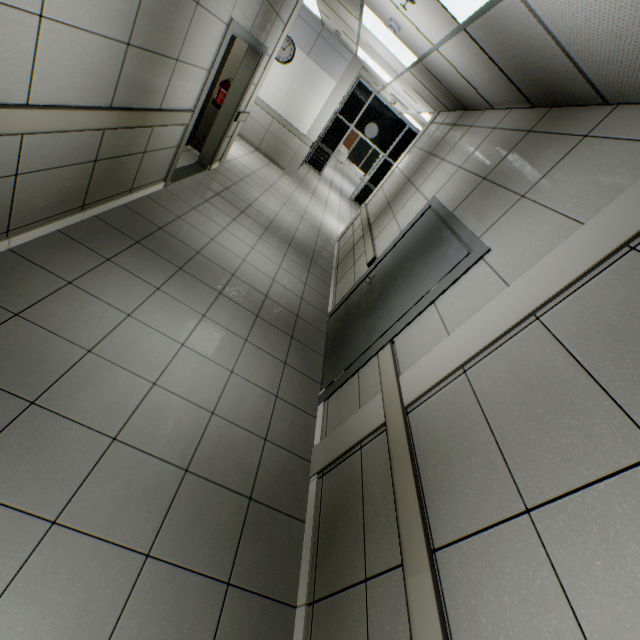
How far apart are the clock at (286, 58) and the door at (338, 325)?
7.0m

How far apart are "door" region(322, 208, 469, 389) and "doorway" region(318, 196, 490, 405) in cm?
1

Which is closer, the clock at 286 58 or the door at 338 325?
the door at 338 325

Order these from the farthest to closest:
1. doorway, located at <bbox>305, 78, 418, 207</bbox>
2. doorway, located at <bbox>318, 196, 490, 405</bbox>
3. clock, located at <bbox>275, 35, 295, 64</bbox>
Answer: doorway, located at <bbox>305, 78, 418, 207</bbox> → clock, located at <bbox>275, 35, 295, 64</bbox> → doorway, located at <bbox>318, 196, 490, 405</bbox>

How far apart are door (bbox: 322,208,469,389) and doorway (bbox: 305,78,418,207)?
9.5 meters

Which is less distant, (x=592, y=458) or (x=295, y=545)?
(x=592, y=458)

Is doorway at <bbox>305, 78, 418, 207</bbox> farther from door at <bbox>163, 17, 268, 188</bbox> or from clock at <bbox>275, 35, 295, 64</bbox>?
door at <bbox>163, 17, 268, 188</bbox>

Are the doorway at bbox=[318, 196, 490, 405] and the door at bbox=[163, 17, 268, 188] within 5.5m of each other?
yes
